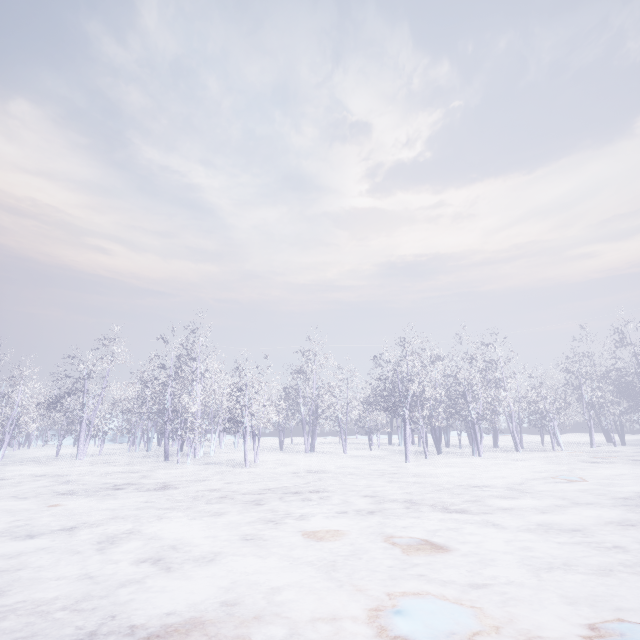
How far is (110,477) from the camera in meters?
12.4
